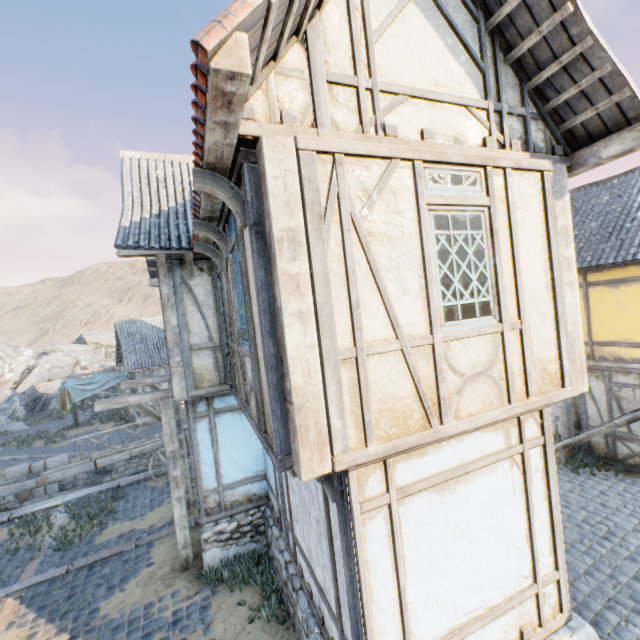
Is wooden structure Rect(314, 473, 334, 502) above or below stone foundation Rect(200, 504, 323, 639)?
above

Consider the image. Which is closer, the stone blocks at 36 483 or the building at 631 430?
the building at 631 430

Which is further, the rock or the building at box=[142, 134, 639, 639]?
the rock

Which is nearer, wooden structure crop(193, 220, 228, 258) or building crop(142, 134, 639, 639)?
building crop(142, 134, 639, 639)

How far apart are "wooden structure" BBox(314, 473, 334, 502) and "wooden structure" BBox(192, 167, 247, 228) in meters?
2.5

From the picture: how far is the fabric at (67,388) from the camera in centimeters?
1767cm

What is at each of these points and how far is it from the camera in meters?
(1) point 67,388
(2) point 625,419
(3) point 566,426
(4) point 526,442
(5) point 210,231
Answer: (1) fabric, 17.8
(2) stairs, 7.6
(3) awning, 10.5
(4) building, 4.0
(5) wooden structure, 4.6

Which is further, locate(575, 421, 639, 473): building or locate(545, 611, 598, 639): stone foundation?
locate(575, 421, 639, 473): building
